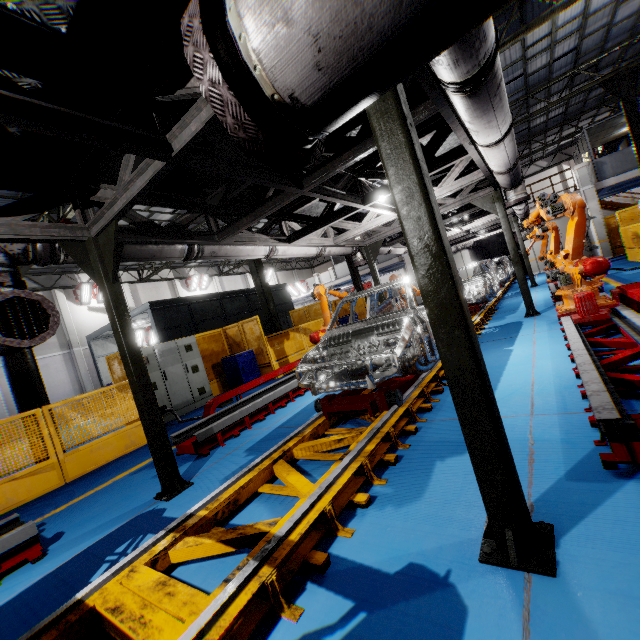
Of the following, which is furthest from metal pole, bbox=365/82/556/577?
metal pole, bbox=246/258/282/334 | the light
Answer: the light

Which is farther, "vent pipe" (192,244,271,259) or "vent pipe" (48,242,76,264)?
"vent pipe" (192,244,271,259)

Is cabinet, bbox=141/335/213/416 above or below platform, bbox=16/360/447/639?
above

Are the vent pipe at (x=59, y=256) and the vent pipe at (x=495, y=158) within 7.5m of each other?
yes

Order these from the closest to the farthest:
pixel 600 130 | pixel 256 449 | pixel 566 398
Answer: pixel 566 398
pixel 256 449
pixel 600 130

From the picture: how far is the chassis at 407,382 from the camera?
4.0 meters

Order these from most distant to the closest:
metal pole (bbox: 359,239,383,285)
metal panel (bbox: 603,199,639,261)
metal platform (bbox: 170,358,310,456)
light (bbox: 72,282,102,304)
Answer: light (bbox: 72,282,102,304) < metal panel (bbox: 603,199,639,261) < metal pole (bbox: 359,239,383,285) < metal platform (bbox: 170,358,310,456)

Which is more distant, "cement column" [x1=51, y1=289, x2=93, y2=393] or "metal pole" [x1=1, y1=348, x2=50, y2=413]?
"cement column" [x1=51, y1=289, x2=93, y2=393]
